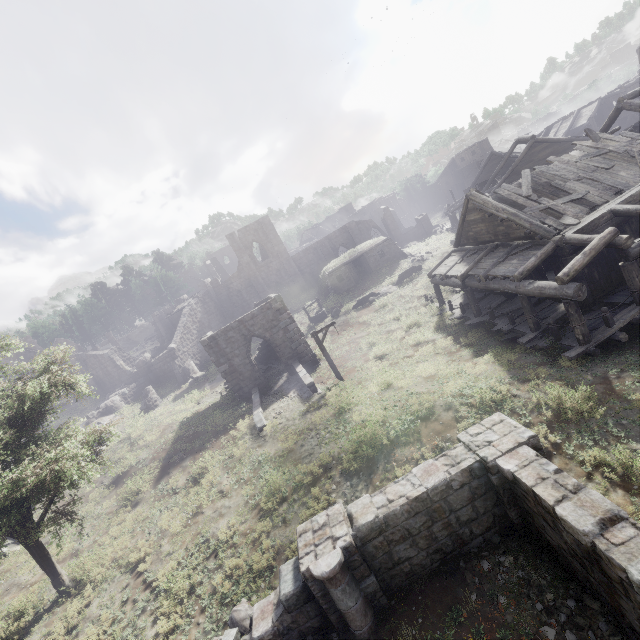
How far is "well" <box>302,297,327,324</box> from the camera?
31.4 meters

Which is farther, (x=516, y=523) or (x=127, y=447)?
(x=127, y=447)

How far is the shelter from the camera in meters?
35.0

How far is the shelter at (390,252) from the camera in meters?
35.0

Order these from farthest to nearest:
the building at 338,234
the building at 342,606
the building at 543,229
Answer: the building at 338,234, the building at 543,229, the building at 342,606

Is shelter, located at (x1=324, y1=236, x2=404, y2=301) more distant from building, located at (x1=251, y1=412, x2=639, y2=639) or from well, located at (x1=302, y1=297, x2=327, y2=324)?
building, located at (x1=251, y1=412, x2=639, y2=639)

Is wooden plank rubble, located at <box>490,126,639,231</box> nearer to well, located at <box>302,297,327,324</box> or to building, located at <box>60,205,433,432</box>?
building, located at <box>60,205,433,432</box>

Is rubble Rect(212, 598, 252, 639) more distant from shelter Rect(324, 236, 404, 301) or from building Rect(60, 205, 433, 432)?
shelter Rect(324, 236, 404, 301)
